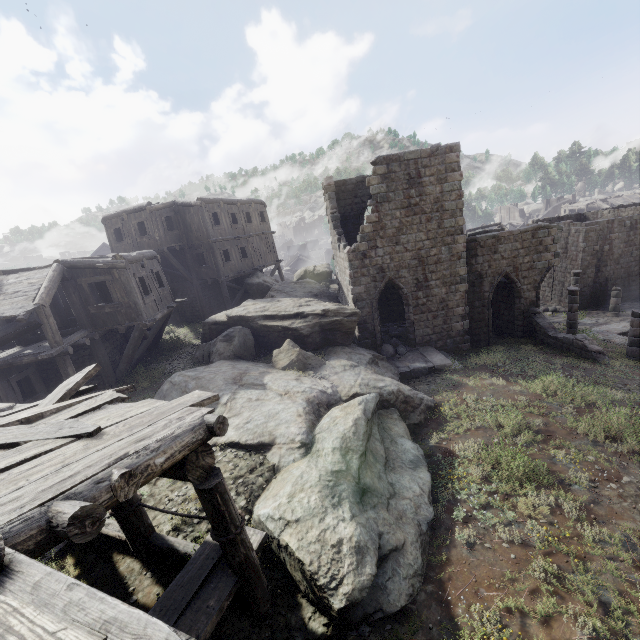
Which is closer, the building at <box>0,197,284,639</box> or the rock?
the building at <box>0,197,284,639</box>

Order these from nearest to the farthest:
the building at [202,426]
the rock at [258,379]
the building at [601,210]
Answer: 1. the building at [202,426]
2. the rock at [258,379]
3. the building at [601,210]

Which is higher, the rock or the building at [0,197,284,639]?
the building at [0,197,284,639]

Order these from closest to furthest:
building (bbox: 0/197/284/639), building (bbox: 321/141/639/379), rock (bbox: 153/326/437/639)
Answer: building (bbox: 0/197/284/639) → rock (bbox: 153/326/437/639) → building (bbox: 321/141/639/379)

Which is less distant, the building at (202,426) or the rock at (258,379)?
the building at (202,426)

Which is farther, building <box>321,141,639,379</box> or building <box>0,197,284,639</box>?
building <box>321,141,639,379</box>

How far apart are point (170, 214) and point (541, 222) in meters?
35.8 m
